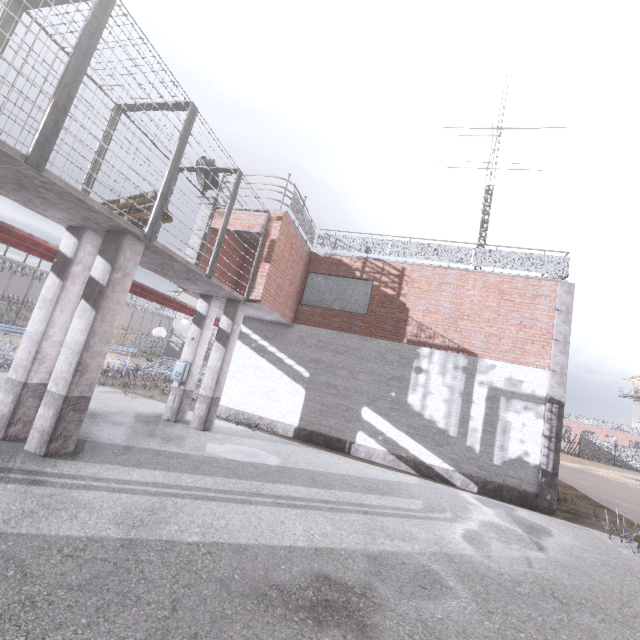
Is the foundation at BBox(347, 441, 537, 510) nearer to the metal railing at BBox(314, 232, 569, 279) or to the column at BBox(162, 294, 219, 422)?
the column at BBox(162, 294, 219, 422)

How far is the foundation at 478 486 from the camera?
9.5 meters

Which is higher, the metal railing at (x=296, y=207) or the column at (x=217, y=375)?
the metal railing at (x=296, y=207)

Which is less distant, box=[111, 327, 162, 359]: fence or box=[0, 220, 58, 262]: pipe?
box=[0, 220, 58, 262]: pipe

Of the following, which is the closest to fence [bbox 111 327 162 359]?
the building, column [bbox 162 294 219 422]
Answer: column [bbox 162 294 219 422]

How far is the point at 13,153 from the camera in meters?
4.0 m

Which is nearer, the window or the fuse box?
the fuse box

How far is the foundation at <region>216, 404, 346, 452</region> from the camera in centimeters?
1112cm
